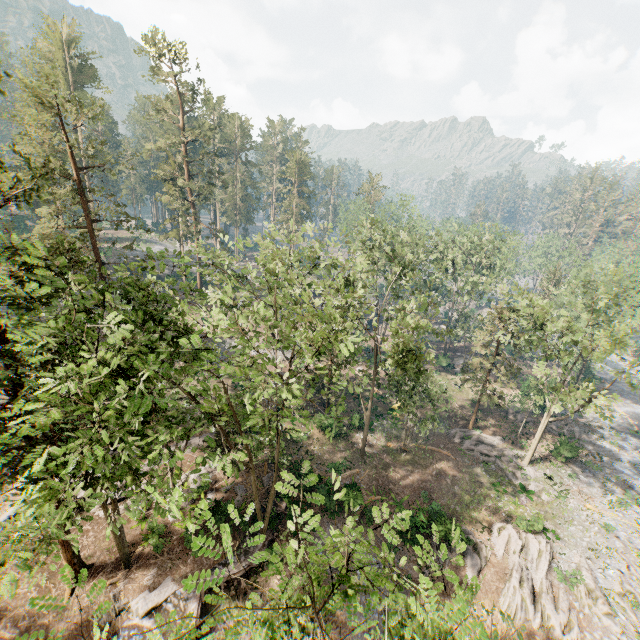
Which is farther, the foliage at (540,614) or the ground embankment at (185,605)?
the foliage at (540,614)

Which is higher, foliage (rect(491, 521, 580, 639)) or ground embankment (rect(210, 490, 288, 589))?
ground embankment (rect(210, 490, 288, 589))

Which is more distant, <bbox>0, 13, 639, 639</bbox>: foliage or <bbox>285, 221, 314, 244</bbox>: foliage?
<bbox>285, 221, 314, 244</bbox>: foliage

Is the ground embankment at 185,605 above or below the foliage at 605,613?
above

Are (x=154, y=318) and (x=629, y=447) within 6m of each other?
no

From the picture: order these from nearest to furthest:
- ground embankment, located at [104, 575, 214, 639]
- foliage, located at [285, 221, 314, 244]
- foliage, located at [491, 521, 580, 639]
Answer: ground embankment, located at [104, 575, 214, 639], foliage, located at [491, 521, 580, 639], foliage, located at [285, 221, 314, 244]

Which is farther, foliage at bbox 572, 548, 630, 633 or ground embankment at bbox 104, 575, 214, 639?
foliage at bbox 572, 548, 630, 633
